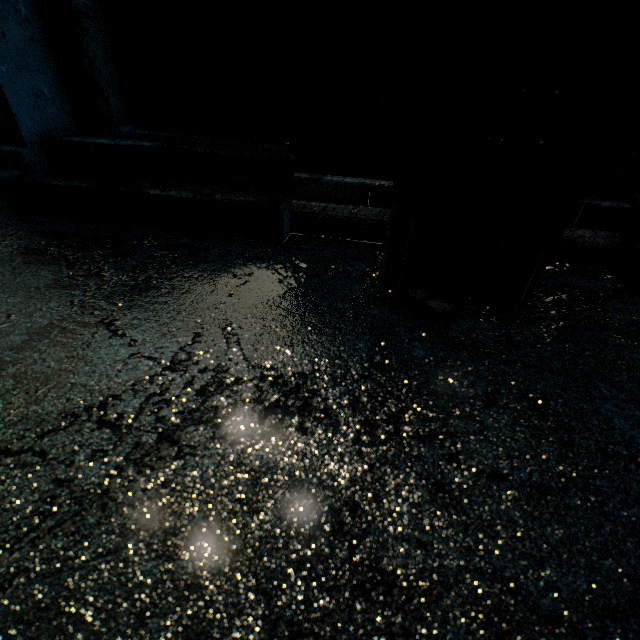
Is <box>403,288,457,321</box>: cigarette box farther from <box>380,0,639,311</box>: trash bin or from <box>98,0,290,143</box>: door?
<box>98,0,290,143</box>: door

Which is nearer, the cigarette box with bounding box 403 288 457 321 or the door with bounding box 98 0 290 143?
the cigarette box with bounding box 403 288 457 321

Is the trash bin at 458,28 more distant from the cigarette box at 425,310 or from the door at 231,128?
the door at 231,128

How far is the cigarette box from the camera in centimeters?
82cm

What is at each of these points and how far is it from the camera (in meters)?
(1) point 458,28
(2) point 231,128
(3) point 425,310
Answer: (1) trash bin, 0.60
(2) door, 1.72
(3) cigarette box, 0.84

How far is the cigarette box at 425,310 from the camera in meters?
0.8

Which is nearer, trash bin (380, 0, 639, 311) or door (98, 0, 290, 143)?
trash bin (380, 0, 639, 311)

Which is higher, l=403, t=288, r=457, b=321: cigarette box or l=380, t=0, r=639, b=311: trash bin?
l=380, t=0, r=639, b=311: trash bin
